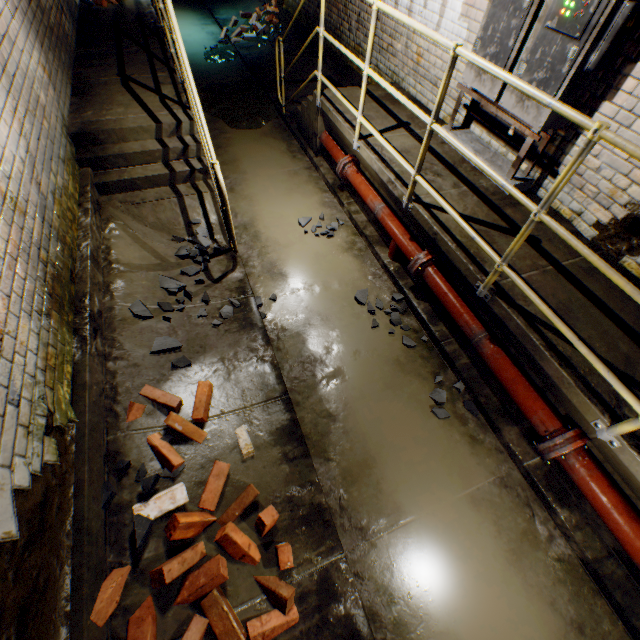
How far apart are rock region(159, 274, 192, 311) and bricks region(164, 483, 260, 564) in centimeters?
92cm

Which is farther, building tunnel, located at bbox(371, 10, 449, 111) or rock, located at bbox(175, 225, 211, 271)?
building tunnel, located at bbox(371, 10, 449, 111)

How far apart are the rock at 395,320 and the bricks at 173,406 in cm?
186

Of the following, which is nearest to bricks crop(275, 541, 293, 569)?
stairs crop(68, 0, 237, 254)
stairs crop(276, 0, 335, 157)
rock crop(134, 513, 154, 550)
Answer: rock crop(134, 513, 154, 550)

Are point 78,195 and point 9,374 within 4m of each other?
yes

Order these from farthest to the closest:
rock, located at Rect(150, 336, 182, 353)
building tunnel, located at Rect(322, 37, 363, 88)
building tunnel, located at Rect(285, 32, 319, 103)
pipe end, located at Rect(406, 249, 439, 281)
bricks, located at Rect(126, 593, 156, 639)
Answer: building tunnel, located at Rect(285, 32, 319, 103)
building tunnel, located at Rect(322, 37, 363, 88)
pipe end, located at Rect(406, 249, 439, 281)
rock, located at Rect(150, 336, 182, 353)
bricks, located at Rect(126, 593, 156, 639)

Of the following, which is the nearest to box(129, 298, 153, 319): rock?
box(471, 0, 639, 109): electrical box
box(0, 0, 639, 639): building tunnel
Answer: box(0, 0, 639, 639): building tunnel

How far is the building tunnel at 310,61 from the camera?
6.7 meters
